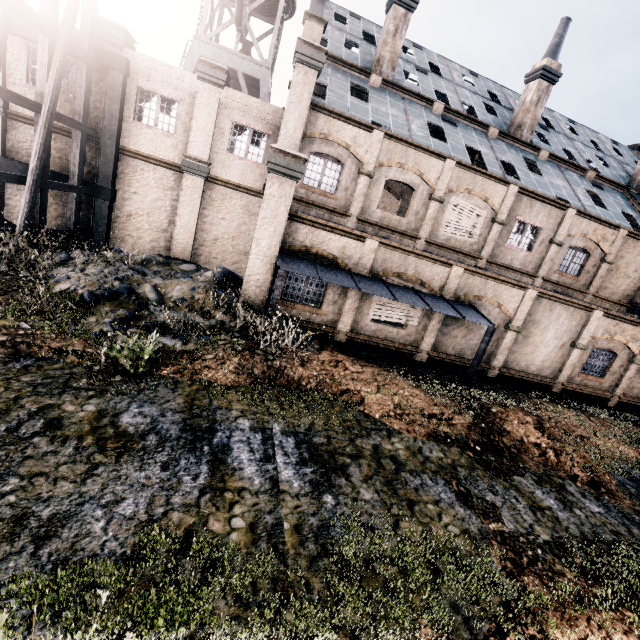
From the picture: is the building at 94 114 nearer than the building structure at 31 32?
No

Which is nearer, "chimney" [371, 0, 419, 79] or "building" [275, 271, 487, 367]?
"building" [275, 271, 487, 367]

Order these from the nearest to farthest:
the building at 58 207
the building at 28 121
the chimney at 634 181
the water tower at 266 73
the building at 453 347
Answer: the building at 453 347
the building at 28 121
the building at 58 207
the water tower at 266 73
the chimney at 634 181

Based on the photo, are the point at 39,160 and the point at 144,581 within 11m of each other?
no

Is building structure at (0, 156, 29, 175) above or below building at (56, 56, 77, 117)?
below

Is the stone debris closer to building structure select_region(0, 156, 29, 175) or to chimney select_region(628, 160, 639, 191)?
building structure select_region(0, 156, 29, 175)

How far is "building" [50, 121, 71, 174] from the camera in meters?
16.1
